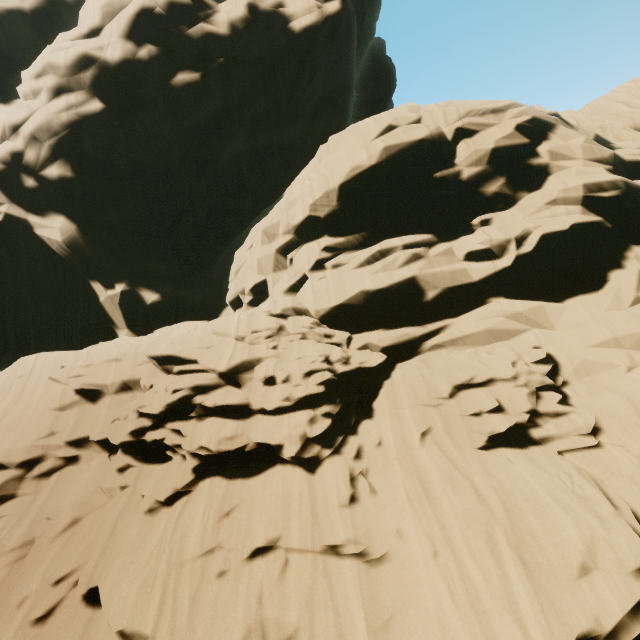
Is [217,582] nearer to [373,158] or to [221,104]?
[373,158]
